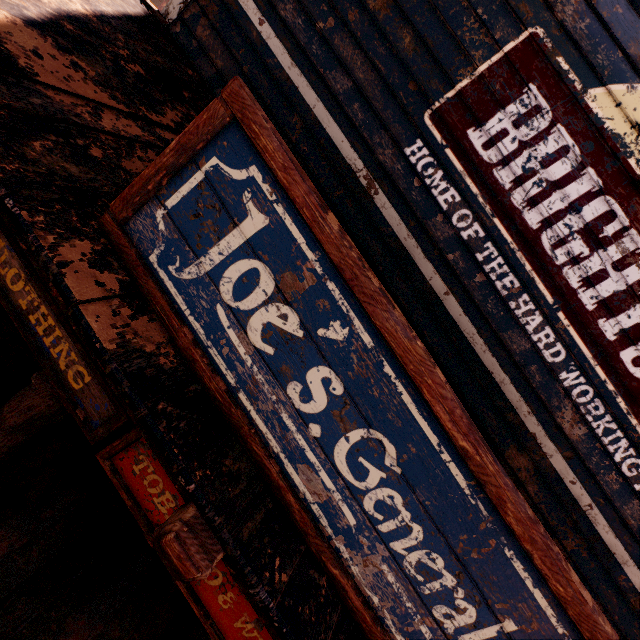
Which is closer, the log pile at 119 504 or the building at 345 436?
the building at 345 436

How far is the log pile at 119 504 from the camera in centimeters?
342cm

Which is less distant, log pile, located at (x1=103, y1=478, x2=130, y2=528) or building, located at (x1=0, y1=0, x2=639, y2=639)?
building, located at (x1=0, y1=0, x2=639, y2=639)

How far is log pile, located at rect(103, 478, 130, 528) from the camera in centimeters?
342cm

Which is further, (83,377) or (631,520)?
(631,520)
